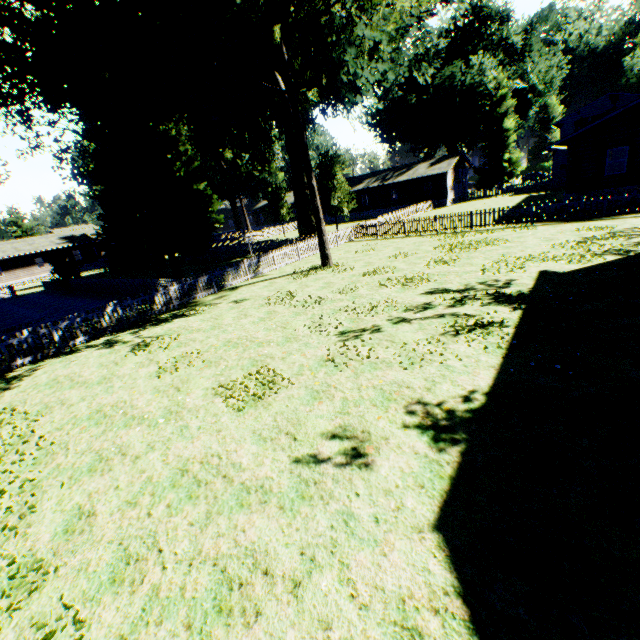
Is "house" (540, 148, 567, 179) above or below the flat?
below

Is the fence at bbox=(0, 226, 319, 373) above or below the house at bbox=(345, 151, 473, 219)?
below

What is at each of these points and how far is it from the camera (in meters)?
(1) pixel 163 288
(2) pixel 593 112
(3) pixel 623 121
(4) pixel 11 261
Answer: (1) fence, 18.66
(2) house, 43.72
(3) flat, 20.19
(4) house, 46.38

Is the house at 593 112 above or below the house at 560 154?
above

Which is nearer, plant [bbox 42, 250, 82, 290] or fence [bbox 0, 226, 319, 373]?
fence [bbox 0, 226, 319, 373]

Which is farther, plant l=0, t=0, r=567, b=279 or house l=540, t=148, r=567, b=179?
house l=540, t=148, r=567, b=179

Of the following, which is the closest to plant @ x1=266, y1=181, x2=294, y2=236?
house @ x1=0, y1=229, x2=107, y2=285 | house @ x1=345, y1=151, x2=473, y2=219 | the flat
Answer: house @ x1=345, y1=151, x2=473, y2=219

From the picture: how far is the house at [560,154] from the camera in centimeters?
3975cm
